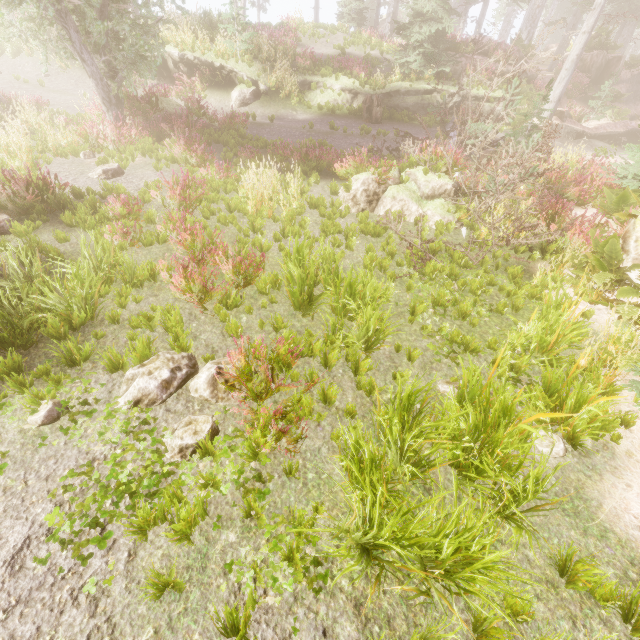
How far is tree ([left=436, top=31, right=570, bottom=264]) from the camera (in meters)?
7.14

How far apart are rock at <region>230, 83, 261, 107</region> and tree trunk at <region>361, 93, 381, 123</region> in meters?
5.5 m

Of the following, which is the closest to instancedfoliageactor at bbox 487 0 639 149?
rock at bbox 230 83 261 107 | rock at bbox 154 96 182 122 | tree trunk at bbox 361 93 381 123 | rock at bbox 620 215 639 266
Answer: rock at bbox 620 215 639 266

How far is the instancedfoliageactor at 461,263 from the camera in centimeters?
610cm

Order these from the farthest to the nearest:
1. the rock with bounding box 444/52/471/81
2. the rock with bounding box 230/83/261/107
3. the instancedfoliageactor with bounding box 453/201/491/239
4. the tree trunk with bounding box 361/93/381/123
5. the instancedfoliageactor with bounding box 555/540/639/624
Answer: the rock with bounding box 444/52/471/81 → the rock with bounding box 230/83/261/107 → the tree trunk with bounding box 361/93/381/123 → the instancedfoliageactor with bounding box 453/201/491/239 → the instancedfoliageactor with bounding box 555/540/639/624

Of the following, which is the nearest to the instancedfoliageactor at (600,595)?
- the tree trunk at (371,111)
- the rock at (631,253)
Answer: the rock at (631,253)

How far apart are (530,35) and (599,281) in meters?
25.4

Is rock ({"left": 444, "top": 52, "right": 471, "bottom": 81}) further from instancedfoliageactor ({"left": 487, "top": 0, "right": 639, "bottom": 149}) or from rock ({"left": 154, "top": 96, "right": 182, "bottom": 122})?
rock ({"left": 154, "top": 96, "right": 182, "bottom": 122})
